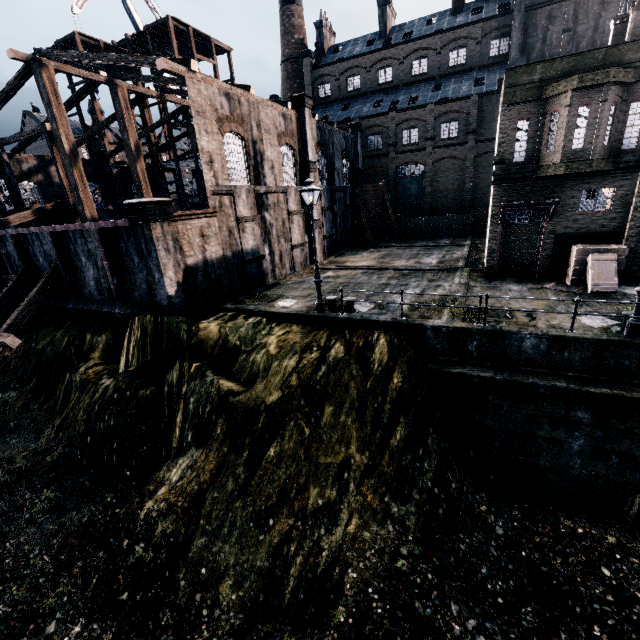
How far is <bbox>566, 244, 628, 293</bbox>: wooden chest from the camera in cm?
1499

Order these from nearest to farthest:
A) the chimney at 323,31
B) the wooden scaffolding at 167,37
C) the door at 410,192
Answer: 1. the wooden scaffolding at 167,37
2. the door at 410,192
3. the chimney at 323,31

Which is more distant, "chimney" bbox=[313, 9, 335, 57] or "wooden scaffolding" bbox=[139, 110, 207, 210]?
"chimney" bbox=[313, 9, 335, 57]

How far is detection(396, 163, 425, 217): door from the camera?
40.53m

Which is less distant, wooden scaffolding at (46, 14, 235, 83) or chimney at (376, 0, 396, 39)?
wooden scaffolding at (46, 14, 235, 83)

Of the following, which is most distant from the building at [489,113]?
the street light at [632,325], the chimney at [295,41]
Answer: the street light at [632,325]

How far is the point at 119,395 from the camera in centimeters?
1424cm

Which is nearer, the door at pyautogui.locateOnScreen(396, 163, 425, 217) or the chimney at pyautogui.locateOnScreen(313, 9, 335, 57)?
the door at pyautogui.locateOnScreen(396, 163, 425, 217)
